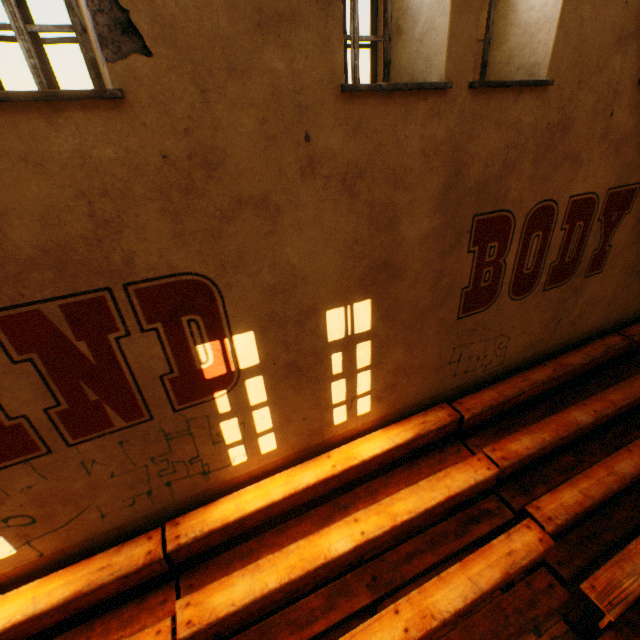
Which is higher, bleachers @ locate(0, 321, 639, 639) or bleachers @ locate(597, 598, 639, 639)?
bleachers @ locate(0, 321, 639, 639)

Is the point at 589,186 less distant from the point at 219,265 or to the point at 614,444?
the point at 614,444

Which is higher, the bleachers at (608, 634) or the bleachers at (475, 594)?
the bleachers at (475, 594)
